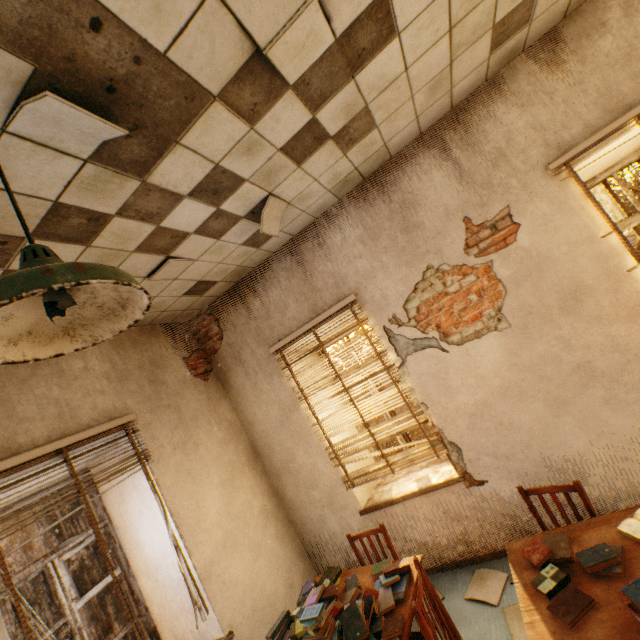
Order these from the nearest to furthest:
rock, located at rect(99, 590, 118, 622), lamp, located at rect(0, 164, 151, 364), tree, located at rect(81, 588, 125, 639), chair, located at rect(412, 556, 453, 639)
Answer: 1. lamp, located at rect(0, 164, 151, 364)
2. chair, located at rect(412, 556, 453, 639)
3. tree, located at rect(81, 588, 125, 639)
4. rock, located at rect(99, 590, 118, 622)

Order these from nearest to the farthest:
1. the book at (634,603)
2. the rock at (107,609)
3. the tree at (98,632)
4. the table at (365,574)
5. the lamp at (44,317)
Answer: the lamp at (44,317) → the book at (634,603) → the table at (365,574) → the tree at (98,632) → the rock at (107,609)

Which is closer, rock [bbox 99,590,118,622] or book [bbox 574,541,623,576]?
book [bbox 574,541,623,576]

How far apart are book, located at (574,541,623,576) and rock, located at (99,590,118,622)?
24.25m

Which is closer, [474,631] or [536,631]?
[536,631]

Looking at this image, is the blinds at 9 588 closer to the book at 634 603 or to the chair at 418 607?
the chair at 418 607

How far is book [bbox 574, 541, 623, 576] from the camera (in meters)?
1.71
